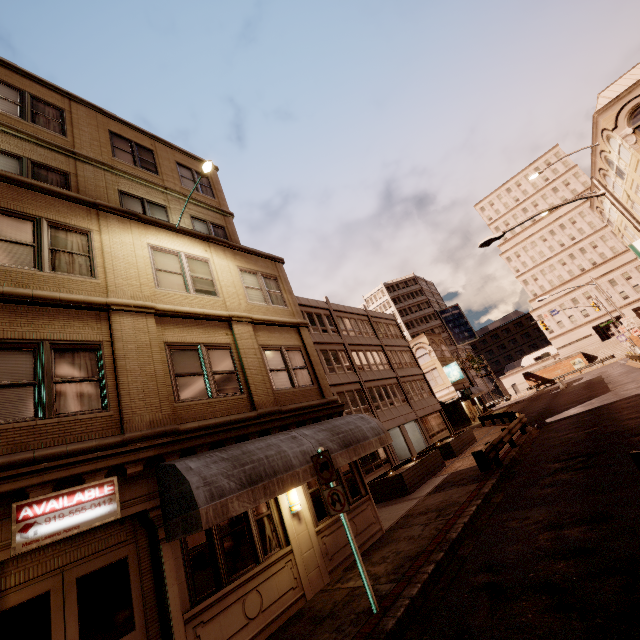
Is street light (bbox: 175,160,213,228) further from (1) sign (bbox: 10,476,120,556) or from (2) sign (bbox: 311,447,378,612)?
(2) sign (bbox: 311,447,378,612)

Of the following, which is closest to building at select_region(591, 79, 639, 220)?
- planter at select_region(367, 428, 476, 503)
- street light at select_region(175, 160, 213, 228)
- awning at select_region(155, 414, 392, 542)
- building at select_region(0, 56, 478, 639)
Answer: planter at select_region(367, 428, 476, 503)

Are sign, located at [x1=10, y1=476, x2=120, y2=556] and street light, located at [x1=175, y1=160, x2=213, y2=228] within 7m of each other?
no

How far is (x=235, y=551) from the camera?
7.39m

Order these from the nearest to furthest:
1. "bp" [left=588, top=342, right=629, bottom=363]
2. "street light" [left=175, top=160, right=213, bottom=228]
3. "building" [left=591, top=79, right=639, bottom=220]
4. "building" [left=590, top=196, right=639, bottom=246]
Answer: "street light" [left=175, top=160, right=213, bottom=228] < "building" [left=591, top=79, right=639, bottom=220] < "building" [left=590, top=196, right=639, bottom=246] < "bp" [left=588, top=342, right=629, bottom=363]

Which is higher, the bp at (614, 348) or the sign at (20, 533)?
the sign at (20, 533)

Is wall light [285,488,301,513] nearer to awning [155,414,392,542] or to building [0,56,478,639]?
building [0,56,478,639]

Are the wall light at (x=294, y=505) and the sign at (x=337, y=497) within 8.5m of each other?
yes
